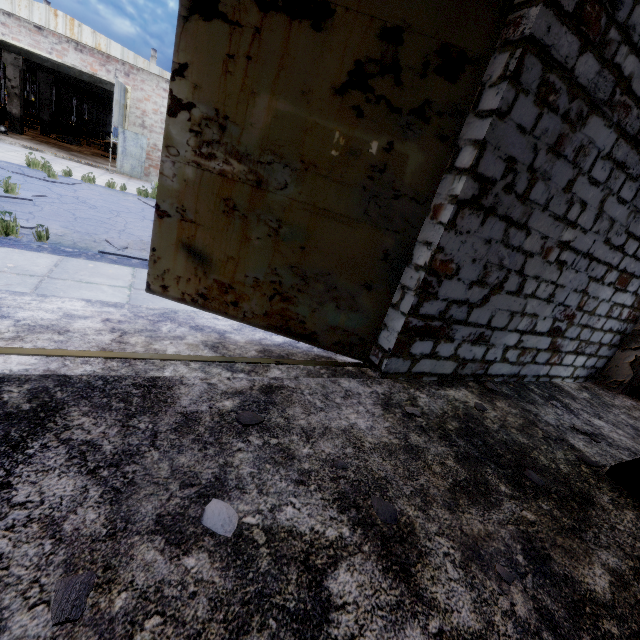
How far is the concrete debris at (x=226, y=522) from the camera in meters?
1.6

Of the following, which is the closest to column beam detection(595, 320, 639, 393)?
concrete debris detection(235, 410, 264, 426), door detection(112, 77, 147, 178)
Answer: concrete debris detection(235, 410, 264, 426)

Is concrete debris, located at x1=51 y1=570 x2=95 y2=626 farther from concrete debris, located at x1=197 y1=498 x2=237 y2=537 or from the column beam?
the column beam

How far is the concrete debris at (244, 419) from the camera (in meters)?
2.30

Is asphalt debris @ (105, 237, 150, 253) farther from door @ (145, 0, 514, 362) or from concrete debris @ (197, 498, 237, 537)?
concrete debris @ (197, 498, 237, 537)

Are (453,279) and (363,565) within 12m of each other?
yes

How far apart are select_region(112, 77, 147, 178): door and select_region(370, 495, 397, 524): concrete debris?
17.7 meters

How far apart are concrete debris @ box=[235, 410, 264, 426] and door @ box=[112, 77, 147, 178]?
16.8 meters
